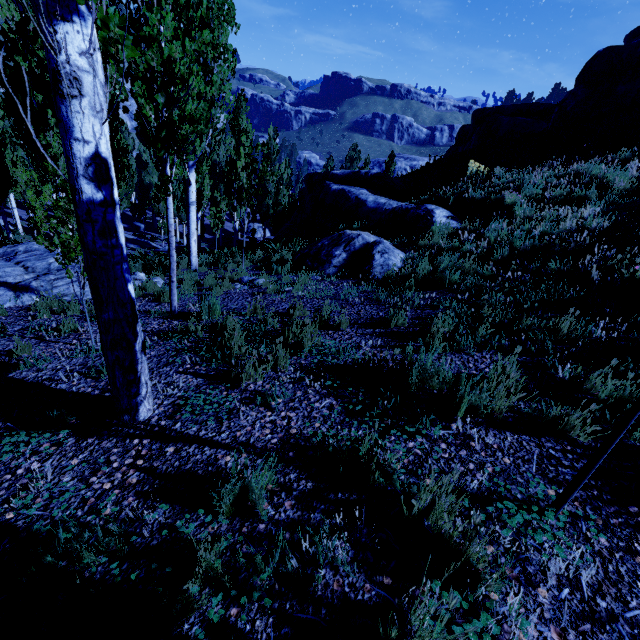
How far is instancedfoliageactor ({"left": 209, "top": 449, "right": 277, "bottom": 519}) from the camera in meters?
1.9

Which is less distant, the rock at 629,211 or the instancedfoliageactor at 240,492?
the instancedfoliageactor at 240,492

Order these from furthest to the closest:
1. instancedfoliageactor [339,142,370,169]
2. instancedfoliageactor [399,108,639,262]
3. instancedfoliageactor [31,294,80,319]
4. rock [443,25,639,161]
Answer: instancedfoliageactor [339,142,370,169]
rock [443,25,639,161]
instancedfoliageactor [399,108,639,262]
instancedfoliageactor [31,294,80,319]

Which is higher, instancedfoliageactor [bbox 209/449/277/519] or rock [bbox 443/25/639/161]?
rock [bbox 443/25/639/161]

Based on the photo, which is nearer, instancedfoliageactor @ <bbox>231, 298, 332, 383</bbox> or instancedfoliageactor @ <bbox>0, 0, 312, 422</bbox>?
instancedfoliageactor @ <bbox>0, 0, 312, 422</bbox>

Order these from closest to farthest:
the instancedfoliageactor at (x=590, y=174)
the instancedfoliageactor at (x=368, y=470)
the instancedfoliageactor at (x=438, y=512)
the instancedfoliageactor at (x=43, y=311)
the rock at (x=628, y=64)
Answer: the instancedfoliageactor at (x=438, y=512)
the instancedfoliageactor at (x=368, y=470)
the instancedfoliageactor at (x=43, y=311)
the instancedfoliageactor at (x=590, y=174)
the rock at (x=628, y=64)

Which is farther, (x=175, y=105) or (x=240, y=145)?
(x=240, y=145)

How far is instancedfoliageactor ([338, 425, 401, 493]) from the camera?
2.14m
